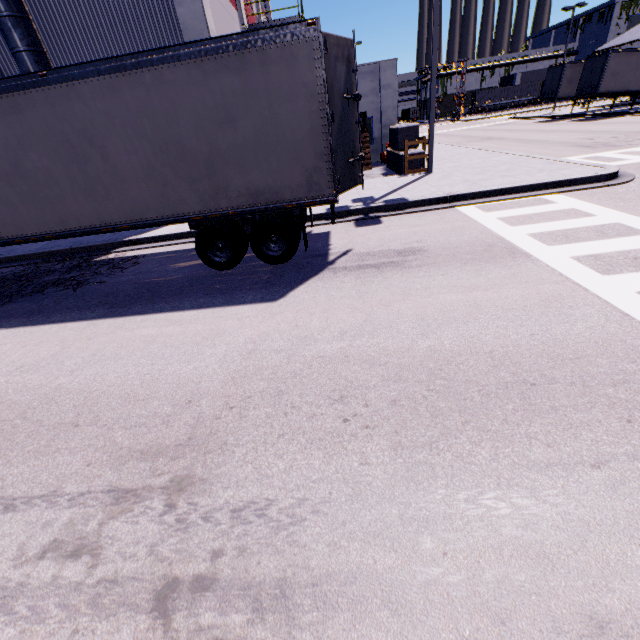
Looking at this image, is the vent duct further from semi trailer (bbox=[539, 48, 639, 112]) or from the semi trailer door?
the semi trailer door

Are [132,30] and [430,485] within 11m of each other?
no

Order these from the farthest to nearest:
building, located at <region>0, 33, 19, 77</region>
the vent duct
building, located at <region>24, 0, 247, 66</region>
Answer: building, located at <region>0, 33, 19, 77</region>
building, located at <region>24, 0, 247, 66</region>
the vent duct

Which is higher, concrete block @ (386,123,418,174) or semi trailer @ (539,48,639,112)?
semi trailer @ (539,48,639,112)

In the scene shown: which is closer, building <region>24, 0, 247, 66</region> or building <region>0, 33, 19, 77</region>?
building <region>24, 0, 247, 66</region>

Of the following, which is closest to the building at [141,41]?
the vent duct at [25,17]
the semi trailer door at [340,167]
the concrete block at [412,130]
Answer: the vent duct at [25,17]

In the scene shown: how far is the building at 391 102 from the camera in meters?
18.0 m

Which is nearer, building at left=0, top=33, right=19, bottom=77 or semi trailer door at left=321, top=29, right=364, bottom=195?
semi trailer door at left=321, top=29, right=364, bottom=195
